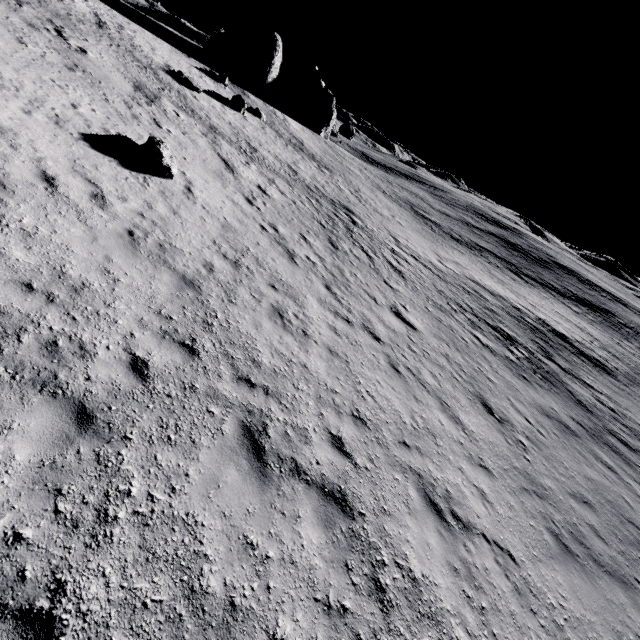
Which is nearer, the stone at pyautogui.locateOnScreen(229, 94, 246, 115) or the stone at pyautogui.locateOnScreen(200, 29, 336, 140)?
the stone at pyautogui.locateOnScreen(229, 94, 246, 115)

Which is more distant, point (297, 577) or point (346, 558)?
point (346, 558)

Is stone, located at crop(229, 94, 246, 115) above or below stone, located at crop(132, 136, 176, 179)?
above

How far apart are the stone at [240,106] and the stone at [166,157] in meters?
20.0 m

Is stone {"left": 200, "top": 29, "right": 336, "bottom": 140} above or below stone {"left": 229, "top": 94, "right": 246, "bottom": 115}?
above

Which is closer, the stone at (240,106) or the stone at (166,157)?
the stone at (166,157)

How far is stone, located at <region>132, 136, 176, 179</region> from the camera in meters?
11.1

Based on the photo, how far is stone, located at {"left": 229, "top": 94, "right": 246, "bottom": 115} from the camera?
27.7m
